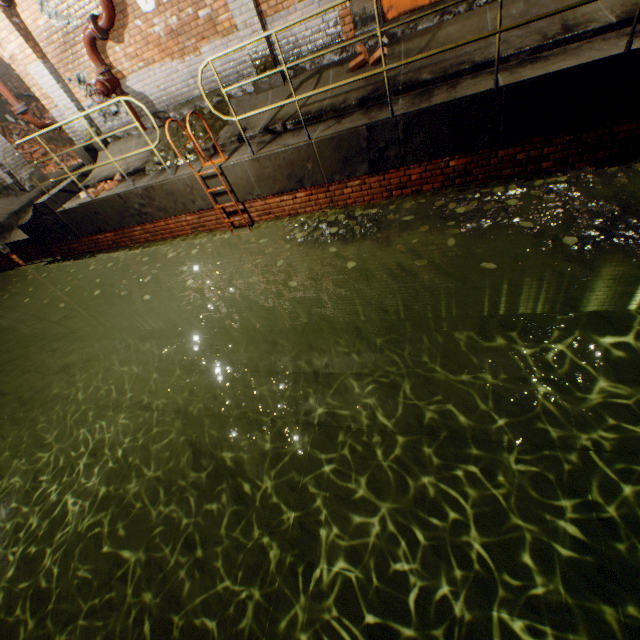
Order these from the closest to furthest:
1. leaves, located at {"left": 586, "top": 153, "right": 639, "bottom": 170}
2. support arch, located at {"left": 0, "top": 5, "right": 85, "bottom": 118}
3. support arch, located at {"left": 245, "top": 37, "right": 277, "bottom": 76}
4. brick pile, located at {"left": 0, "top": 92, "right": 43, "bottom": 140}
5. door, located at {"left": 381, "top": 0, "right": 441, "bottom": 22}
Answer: leaves, located at {"left": 586, "top": 153, "right": 639, "bottom": 170} → door, located at {"left": 381, "top": 0, "right": 441, "bottom": 22} → support arch, located at {"left": 245, "top": 37, "right": 277, "bottom": 76} → support arch, located at {"left": 0, "top": 5, "right": 85, "bottom": 118} → brick pile, located at {"left": 0, "top": 92, "right": 43, "bottom": 140}

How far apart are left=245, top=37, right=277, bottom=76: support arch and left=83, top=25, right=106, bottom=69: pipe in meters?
2.6

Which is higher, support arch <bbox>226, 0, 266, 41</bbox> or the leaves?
support arch <bbox>226, 0, 266, 41</bbox>

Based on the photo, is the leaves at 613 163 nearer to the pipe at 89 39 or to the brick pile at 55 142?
the pipe at 89 39

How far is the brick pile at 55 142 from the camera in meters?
12.2

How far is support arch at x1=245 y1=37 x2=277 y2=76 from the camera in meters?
5.8

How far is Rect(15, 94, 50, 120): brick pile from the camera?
12.60m

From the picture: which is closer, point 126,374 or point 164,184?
point 164,184
